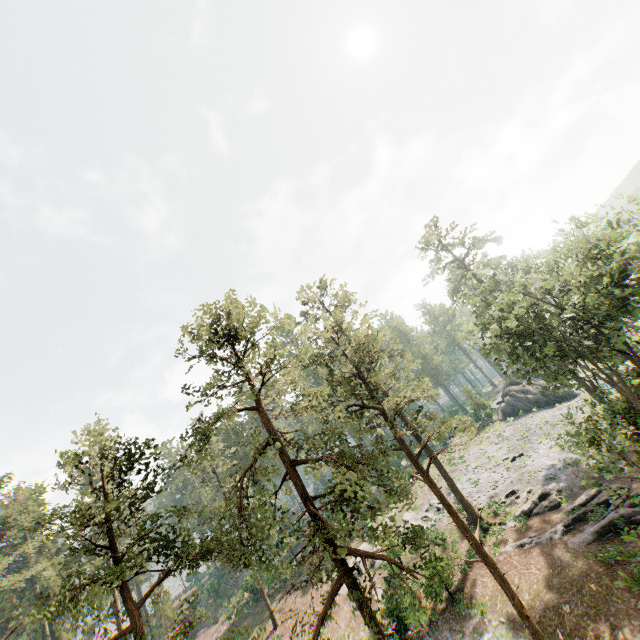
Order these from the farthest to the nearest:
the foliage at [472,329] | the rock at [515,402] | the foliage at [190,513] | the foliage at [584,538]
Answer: the rock at [515,402]
the foliage at [584,538]
the foliage at [472,329]
the foliage at [190,513]

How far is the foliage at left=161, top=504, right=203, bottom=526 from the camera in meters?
11.3

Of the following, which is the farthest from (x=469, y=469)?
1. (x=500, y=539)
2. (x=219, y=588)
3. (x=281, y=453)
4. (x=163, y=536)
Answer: (x=219, y=588)

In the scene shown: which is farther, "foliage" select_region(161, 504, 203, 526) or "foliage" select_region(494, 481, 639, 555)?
"foliage" select_region(494, 481, 639, 555)

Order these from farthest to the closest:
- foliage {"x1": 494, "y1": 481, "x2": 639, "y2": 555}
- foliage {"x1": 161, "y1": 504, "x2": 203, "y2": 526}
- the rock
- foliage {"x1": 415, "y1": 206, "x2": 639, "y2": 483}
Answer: the rock → foliage {"x1": 494, "y1": 481, "x2": 639, "y2": 555} → foliage {"x1": 415, "y1": 206, "x2": 639, "y2": 483} → foliage {"x1": 161, "y1": 504, "x2": 203, "y2": 526}

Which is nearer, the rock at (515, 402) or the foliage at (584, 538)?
the foliage at (584, 538)

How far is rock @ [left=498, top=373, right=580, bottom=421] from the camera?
46.20m

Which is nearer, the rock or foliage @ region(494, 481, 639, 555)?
foliage @ region(494, 481, 639, 555)
